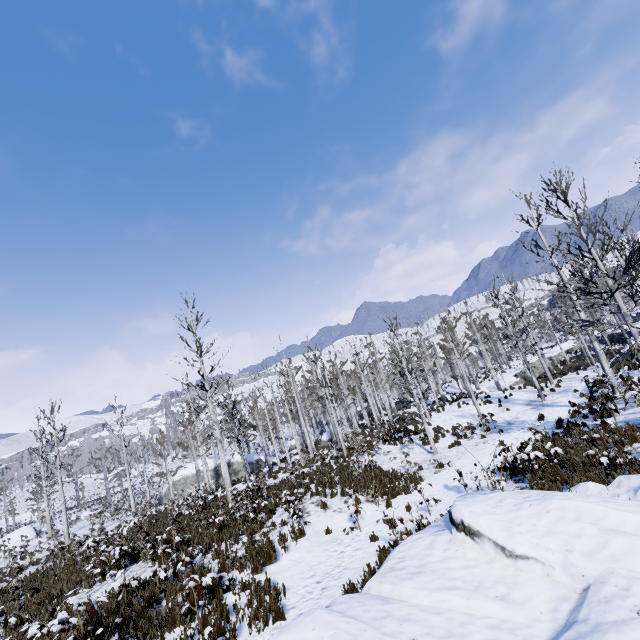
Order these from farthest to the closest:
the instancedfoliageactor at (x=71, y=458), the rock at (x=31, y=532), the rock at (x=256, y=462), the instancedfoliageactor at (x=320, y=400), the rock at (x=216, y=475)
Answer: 1. the rock at (x=256, y=462)
2. the rock at (x=216, y=475)
3. the rock at (x=31, y=532)
4. the instancedfoliageactor at (x=71, y=458)
5. the instancedfoliageactor at (x=320, y=400)

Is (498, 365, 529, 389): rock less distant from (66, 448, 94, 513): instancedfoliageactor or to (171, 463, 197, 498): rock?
(66, 448, 94, 513): instancedfoliageactor

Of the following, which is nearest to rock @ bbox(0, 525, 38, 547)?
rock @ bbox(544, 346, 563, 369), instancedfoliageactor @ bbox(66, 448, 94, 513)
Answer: instancedfoliageactor @ bbox(66, 448, 94, 513)

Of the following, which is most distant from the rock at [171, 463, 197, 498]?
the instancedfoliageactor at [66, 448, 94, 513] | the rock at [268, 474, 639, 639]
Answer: the rock at [268, 474, 639, 639]

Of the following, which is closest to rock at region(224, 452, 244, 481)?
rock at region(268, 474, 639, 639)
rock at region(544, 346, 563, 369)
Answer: rock at region(544, 346, 563, 369)

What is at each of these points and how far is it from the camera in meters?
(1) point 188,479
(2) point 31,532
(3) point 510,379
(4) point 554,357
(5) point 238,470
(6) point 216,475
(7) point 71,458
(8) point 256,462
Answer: (1) rock, 35.0
(2) rock, 33.9
(3) rock, 36.3
(4) rock, 35.9
(5) rock, 36.2
(6) rock, 35.3
(7) instancedfoliageactor, 50.2
(8) rock, 38.0

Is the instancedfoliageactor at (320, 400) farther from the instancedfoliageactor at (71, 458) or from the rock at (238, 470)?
the rock at (238, 470)

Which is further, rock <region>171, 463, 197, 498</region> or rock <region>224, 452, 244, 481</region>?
rock <region>224, 452, 244, 481</region>
